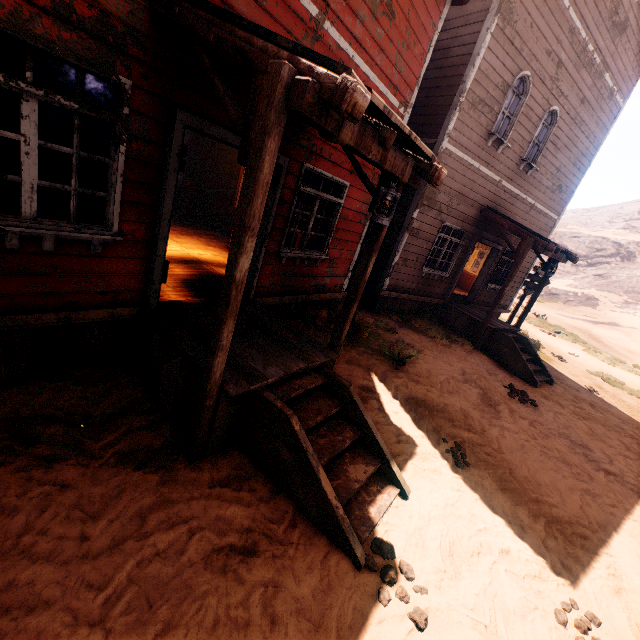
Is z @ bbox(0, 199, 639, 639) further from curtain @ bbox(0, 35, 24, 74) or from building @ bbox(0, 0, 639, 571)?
curtain @ bbox(0, 35, 24, 74)

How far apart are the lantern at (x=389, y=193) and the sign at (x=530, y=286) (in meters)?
12.80

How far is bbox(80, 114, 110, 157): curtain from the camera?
3.02m

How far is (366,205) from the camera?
7.11m

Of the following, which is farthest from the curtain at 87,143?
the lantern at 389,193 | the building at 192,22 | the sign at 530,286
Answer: the lantern at 389,193

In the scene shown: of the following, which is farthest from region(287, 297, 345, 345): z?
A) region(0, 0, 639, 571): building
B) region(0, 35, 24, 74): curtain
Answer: region(0, 35, 24, 74): curtain

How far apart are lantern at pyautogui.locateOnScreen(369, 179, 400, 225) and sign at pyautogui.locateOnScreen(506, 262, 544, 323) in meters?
12.8 m
